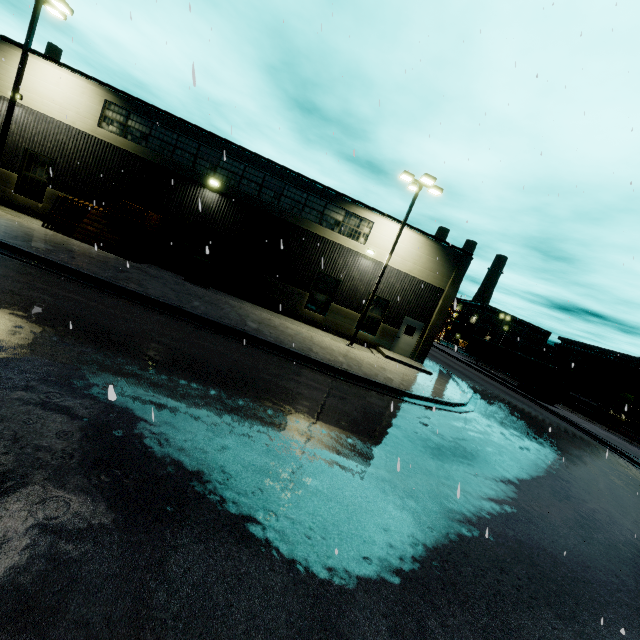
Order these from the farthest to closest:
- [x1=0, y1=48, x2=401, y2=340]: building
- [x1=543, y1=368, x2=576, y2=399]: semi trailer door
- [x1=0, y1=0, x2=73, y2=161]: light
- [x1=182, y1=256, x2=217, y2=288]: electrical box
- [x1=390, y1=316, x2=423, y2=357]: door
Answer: [x1=543, y1=368, x2=576, y2=399]: semi trailer door < [x1=390, y1=316, x2=423, y2=357]: door < [x1=182, y1=256, x2=217, y2=288]: electrical box < [x1=0, y1=48, x2=401, y2=340]: building < [x1=0, y1=0, x2=73, y2=161]: light

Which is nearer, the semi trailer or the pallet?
the pallet

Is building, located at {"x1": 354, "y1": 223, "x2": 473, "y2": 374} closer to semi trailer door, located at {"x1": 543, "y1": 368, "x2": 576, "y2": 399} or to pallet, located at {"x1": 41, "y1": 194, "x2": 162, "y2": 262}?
pallet, located at {"x1": 41, "y1": 194, "x2": 162, "y2": 262}

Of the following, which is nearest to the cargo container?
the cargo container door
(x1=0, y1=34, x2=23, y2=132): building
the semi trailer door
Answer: the cargo container door

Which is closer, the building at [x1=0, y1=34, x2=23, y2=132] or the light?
the light

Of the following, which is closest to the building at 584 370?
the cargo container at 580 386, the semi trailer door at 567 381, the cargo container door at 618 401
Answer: the cargo container at 580 386

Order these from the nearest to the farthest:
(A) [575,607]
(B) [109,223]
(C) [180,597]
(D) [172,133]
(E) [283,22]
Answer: (C) [180,597]
(A) [575,607]
(E) [283,22]
(B) [109,223]
(D) [172,133]

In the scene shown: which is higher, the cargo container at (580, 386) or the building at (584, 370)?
the building at (584, 370)
